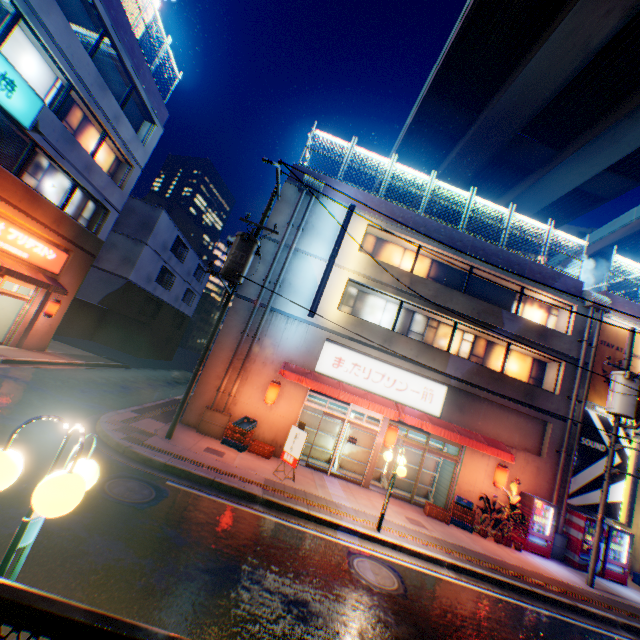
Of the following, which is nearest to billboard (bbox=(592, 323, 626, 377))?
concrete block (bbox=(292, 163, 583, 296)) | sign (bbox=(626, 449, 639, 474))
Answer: concrete block (bbox=(292, 163, 583, 296))

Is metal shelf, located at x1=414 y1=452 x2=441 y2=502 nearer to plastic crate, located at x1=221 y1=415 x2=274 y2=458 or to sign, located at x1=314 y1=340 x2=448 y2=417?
sign, located at x1=314 y1=340 x2=448 y2=417

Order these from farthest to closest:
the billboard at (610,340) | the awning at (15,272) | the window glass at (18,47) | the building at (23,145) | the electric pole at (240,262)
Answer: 1. the billboard at (610,340)
2. the awning at (15,272)
3. the building at (23,145)
4. the window glass at (18,47)
5. the electric pole at (240,262)

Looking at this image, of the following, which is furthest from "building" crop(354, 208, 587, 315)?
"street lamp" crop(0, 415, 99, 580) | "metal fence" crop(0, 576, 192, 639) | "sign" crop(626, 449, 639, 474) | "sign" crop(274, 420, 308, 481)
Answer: "street lamp" crop(0, 415, 99, 580)

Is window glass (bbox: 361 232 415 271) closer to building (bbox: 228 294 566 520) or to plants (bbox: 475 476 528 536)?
building (bbox: 228 294 566 520)

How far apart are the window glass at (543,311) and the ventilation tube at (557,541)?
8.86m

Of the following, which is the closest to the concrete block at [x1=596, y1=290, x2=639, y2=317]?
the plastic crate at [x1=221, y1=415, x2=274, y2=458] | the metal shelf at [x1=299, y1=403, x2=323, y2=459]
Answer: the metal shelf at [x1=299, y1=403, x2=323, y2=459]

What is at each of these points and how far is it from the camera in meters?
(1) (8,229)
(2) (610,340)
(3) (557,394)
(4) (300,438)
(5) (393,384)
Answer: (1) sign, 12.9 m
(2) billboard, 15.7 m
(3) building, 15.1 m
(4) sign, 11.0 m
(5) sign, 14.5 m
